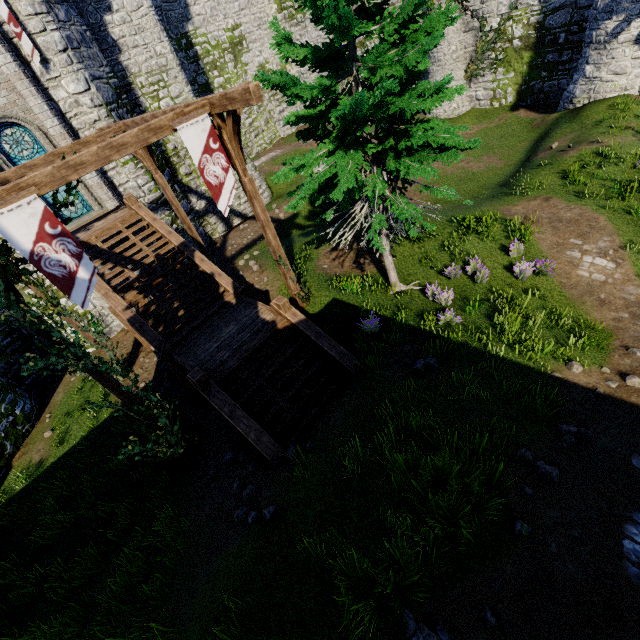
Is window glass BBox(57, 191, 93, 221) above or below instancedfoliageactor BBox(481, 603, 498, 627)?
above

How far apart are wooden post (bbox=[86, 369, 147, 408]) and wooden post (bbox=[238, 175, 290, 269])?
5.45m

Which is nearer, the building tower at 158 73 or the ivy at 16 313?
the ivy at 16 313

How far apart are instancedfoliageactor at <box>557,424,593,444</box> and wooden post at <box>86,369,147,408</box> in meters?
9.4 m

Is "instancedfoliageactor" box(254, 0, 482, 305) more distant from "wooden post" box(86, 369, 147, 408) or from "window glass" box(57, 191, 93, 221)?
"window glass" box(57, 191, 93, 221)

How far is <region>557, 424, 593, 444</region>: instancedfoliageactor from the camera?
6.06m

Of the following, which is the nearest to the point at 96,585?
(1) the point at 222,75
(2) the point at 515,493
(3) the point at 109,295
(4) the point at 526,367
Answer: (3) the point at 109,295

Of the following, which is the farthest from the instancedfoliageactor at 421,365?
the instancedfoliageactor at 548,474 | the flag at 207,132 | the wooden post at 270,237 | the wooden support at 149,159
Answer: the wooden support at 149,159
